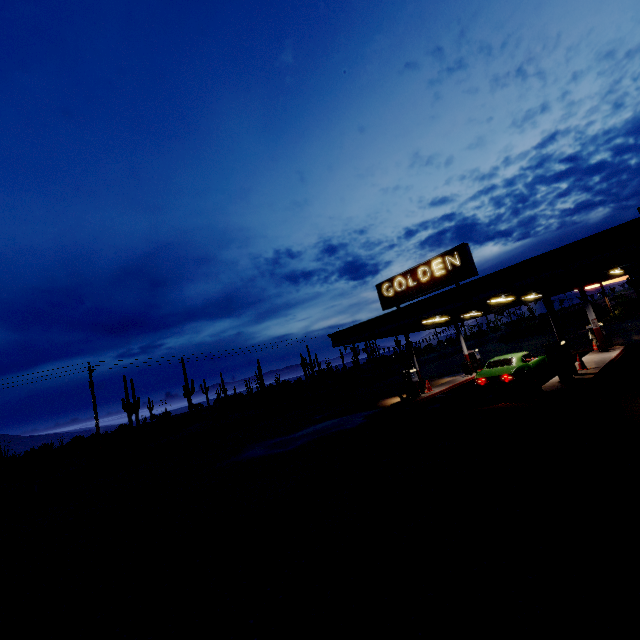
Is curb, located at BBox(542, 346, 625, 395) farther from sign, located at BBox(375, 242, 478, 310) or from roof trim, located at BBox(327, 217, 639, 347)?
sign, located at BBox(375, 242, 478, 310)

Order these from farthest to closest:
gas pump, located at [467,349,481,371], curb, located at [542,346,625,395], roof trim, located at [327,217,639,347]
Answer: gas pump, located at [467,349,481,371] < curb, located at [542,346,625,395] < roof trim, located at [327,217,639,347]

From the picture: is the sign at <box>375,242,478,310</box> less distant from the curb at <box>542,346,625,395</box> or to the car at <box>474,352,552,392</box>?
the car at <box>474,352,552,392</box>

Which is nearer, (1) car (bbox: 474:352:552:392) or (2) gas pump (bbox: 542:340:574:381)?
(2) gas pump (bbox: 542:340:574:381)

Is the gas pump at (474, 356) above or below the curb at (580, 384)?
above

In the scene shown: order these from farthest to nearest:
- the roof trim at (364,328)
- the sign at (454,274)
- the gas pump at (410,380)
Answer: the gas pump at (410,380)
the sign at (454,274)
the roof trim at (364,328)

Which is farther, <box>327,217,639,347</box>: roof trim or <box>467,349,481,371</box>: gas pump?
<box>467,349,481,371</box>: gas pump

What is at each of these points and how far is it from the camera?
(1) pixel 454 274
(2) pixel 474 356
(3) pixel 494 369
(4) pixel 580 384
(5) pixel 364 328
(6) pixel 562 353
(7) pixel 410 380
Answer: (1) sign, 14.84m
(2) gas pump, 23.03m
(3) car, 14.50m
(4) curb, 11.41m
(5) roof trim, 16.62m
(6) gas pump, 12.40m
(7) gas pump, 17.73m
